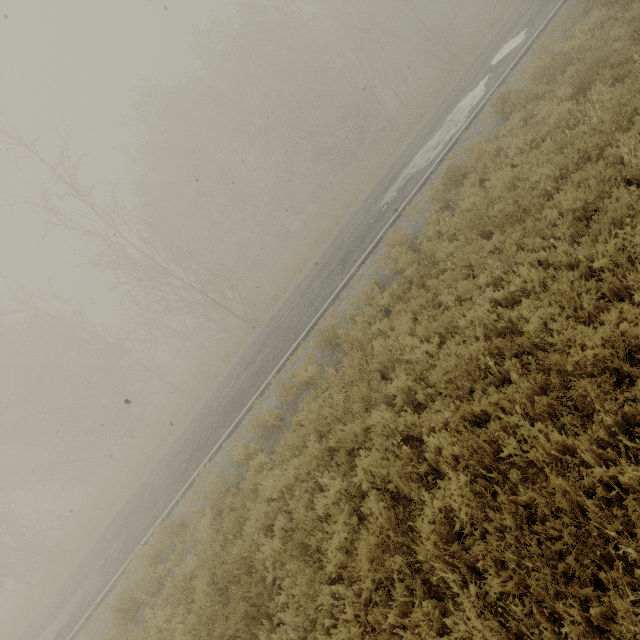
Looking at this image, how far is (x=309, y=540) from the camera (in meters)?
4.84
